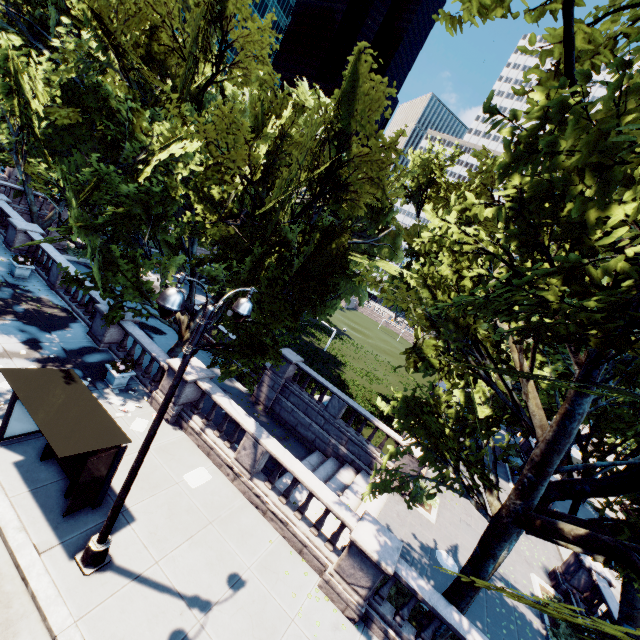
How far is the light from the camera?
5.34m

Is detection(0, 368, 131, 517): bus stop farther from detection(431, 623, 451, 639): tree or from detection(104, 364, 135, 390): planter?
detection(431, 623, 451, 639): tree

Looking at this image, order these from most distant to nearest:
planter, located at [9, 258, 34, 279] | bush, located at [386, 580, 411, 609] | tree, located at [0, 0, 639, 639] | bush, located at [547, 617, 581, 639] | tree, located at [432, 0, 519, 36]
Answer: planter, located at [9, 258, 34, 279] → bush, located at [547, 617, 581, 639] → bush, located at [386, 580, 411, 609] → tree, located at [432, 0, 519, 36] → tree, located at [0, 0, 639, 639]

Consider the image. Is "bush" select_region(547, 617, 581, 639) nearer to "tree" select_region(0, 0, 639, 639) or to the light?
"tree" select_region(0, 0, 639, 639)

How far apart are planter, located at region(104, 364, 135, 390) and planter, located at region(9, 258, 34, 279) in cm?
896

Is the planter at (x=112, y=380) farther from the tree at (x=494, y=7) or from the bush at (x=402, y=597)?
the bush at (x=402, y=597)

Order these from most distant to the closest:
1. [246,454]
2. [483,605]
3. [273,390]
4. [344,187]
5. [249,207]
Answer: [273,390] → [249,207] → [344,187] → [483,605] → [246,454]

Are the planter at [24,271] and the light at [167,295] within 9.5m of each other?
no
